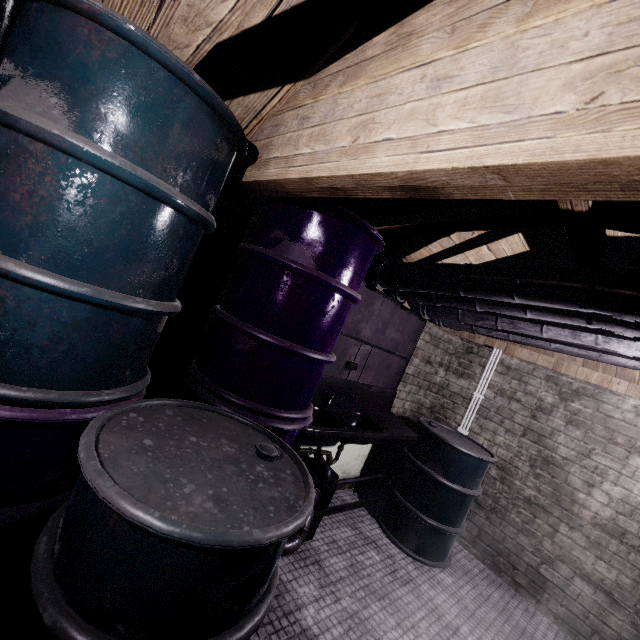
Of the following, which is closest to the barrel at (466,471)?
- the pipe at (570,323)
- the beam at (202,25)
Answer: the pipe at (570,323)

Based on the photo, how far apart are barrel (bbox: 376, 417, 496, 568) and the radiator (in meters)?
0.40

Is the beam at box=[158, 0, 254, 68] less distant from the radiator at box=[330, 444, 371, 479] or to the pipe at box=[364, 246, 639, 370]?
the pipe at box=[364, 246, 639, 370]

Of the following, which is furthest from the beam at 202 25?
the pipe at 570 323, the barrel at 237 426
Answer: the pipe at 570 323

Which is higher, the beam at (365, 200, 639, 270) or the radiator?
the beam at (365, 200, 639, 270)

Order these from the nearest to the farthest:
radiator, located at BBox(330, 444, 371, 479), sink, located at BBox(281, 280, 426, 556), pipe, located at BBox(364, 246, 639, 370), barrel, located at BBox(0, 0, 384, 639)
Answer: barrel, located at BBox(0, 0, 384, 639) → pipe, located at BBox(364, 246, 639, 370) → sink, located at BBox(281, 280, 426, 556) → radiator, located at BBox(330, 444, 371, 479)

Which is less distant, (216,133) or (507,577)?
(216,133)

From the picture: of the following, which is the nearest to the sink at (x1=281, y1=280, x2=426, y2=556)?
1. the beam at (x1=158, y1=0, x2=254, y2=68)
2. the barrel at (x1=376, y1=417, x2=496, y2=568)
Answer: the barrel at (x1=376, y1=417, x2=496, y2=568)
